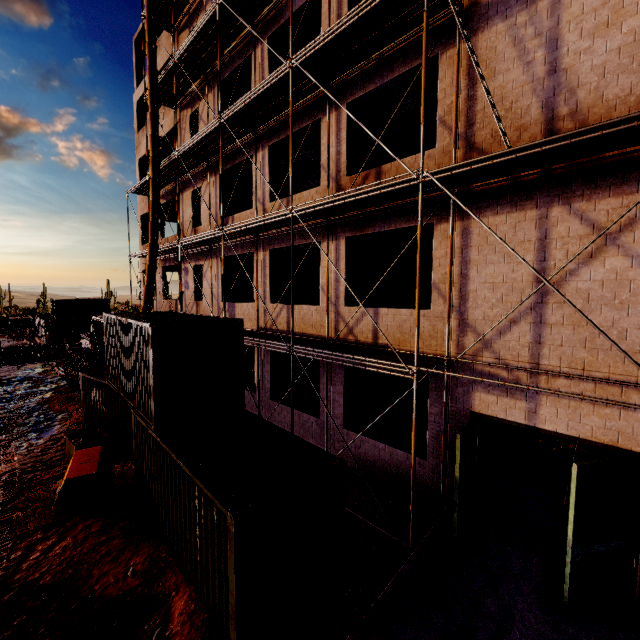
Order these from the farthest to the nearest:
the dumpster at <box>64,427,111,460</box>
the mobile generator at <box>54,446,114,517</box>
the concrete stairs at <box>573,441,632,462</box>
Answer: the dumpster at <box>64,427,111,460</box>, the concrete stairs at <box>573,441,632,462</box>, the mobile generator at <box>54,446,114,517</box>

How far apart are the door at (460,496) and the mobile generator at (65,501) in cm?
861

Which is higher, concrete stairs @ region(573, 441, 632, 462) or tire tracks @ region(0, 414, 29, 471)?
concrete stairs @ region(573, 441, 632, 462)

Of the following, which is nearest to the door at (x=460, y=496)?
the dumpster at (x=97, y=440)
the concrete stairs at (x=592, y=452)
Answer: the concrete stairs at (x=592, y=452)

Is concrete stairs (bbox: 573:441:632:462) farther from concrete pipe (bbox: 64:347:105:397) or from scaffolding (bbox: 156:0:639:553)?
concrete pipe (bbox: 64:347:105:397)

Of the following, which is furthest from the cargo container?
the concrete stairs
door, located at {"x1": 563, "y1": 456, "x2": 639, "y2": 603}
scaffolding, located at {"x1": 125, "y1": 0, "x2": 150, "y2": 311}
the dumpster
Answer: the concrete stairs

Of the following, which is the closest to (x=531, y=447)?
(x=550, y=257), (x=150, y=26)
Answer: (x=550, y=257)

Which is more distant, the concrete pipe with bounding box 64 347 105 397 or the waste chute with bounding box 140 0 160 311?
the concrete pipe with bounding box 64 347 105 397
